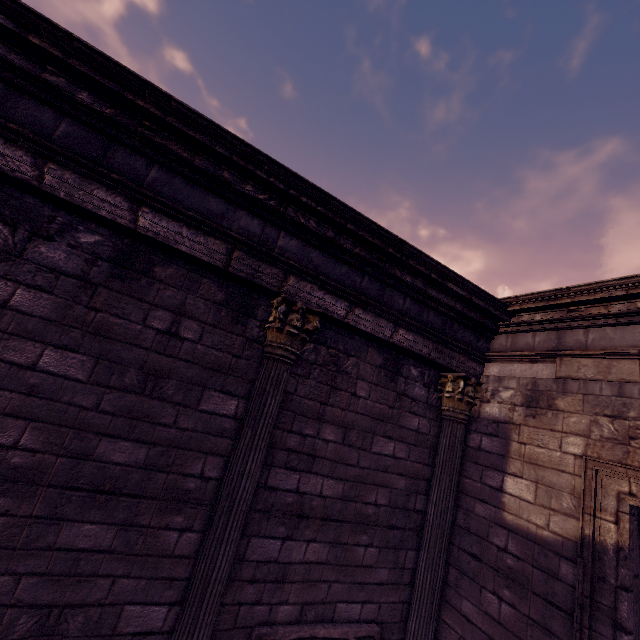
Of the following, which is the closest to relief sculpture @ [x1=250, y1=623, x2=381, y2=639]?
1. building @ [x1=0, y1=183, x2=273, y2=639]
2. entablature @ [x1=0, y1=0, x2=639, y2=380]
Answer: building @ [x1=0, y1=183, x2=273, y2=639]

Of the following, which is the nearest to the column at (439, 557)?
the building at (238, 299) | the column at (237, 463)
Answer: the building at (238, 299)

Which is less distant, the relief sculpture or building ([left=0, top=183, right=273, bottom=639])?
building ([left=0, top=183, right=273, bottom=639])

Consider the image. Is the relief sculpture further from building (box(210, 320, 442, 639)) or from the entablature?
the entablature

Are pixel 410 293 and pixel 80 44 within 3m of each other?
no

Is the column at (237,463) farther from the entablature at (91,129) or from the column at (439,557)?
the column at (439,557)

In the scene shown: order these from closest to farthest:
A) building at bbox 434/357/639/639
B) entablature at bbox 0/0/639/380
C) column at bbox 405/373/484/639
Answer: entablature at bbox 0/0/639/380, building at bbox 434/357/639/639, column at bbox 405/373/484/639

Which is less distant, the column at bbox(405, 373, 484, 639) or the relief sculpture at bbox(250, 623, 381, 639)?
the relief sculpture at bbox(250, 623, 381, 639)
